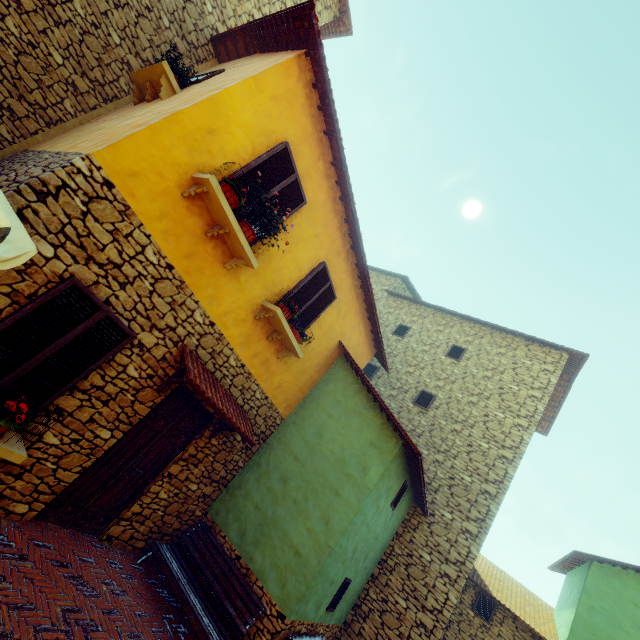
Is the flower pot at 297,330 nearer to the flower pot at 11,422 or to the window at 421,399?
the window at 421,399

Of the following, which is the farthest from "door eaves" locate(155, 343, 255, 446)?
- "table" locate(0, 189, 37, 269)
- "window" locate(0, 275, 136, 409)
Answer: "table" locate(0, 189, 37, 269)

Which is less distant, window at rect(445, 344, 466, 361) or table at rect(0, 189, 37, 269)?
table at rect(0, 189, 37, 269)

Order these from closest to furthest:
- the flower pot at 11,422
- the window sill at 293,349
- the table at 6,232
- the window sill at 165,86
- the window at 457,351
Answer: the table at 6,232
the flower pot at 11,422
the window sill at 165,86
the window sill at 293,349
the window at 457,351

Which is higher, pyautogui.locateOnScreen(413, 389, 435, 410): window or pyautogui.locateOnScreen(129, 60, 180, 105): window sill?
pyautogui.locateOnScreen(413, 389, 435, 410): window

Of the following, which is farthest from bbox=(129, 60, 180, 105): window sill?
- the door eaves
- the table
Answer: the door eaves

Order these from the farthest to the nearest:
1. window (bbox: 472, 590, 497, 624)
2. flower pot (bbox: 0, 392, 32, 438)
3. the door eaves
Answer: window (bbox: 472, 590, 497, 624) < the door eaves < flower pot (bbox: 0, 392, 32, 438)

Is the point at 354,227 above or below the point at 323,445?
above
